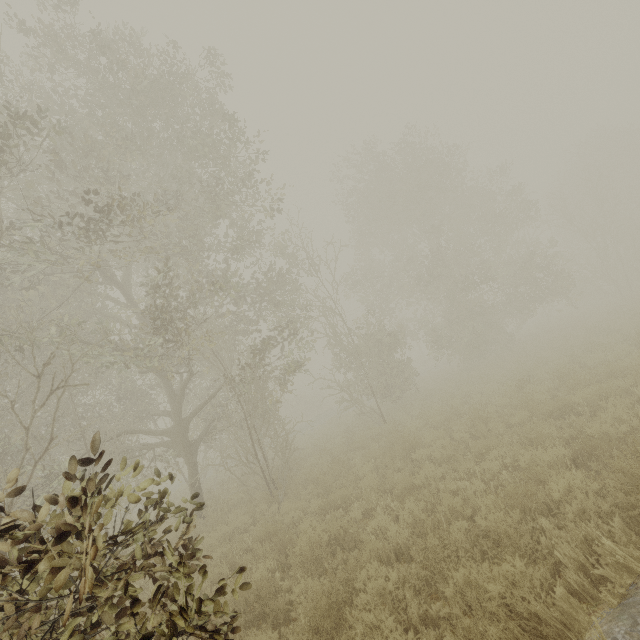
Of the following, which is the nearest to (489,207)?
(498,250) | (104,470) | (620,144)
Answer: (498,250)
